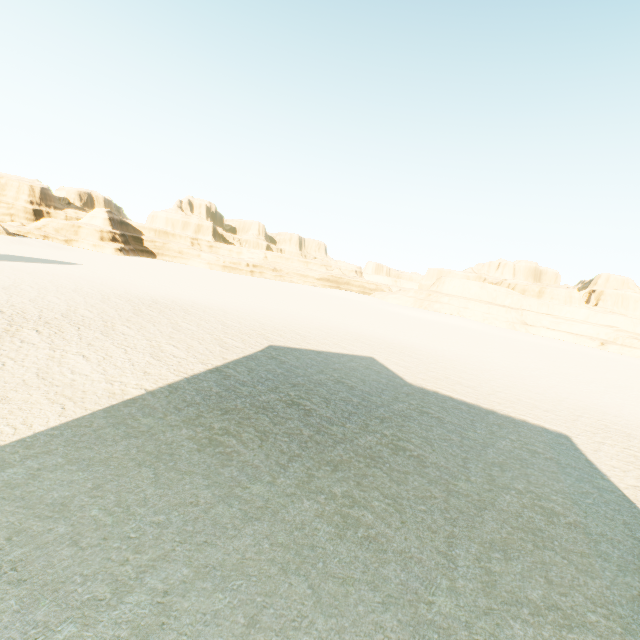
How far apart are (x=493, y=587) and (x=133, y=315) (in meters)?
20.29
